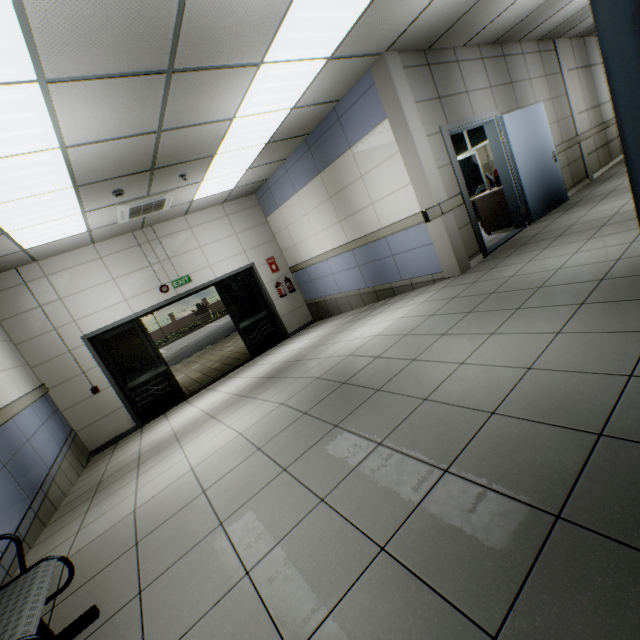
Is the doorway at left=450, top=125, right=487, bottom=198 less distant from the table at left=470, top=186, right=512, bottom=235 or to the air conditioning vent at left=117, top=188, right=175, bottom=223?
the table at left=470, top=186, right=512, bottom=235

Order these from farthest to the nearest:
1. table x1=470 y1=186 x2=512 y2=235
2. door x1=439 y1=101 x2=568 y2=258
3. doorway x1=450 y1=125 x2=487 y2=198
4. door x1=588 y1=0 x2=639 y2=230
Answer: doorway x1=450 y1=125 x2=487 y2=198
table x1=470 y1=186 x2=512 y2=235
door x1=439 y1=101 x2=568 y2=258
door x1=588 y1=0 x2=639 y2=230

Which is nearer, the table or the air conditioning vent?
the air conditioning vent

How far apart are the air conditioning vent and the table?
5.9m

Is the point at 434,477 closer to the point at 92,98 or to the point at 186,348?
the point at 92,98

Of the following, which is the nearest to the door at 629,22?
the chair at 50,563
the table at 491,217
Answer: the chair at 50,563

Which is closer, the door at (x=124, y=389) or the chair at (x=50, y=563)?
the chair at (x=50, y=563)

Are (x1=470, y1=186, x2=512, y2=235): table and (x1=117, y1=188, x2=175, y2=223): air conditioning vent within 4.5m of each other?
no
